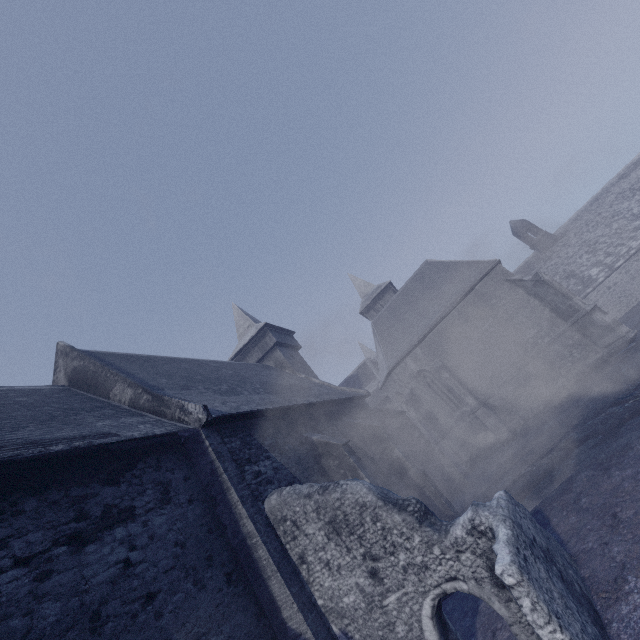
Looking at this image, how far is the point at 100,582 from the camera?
5.0 meters
